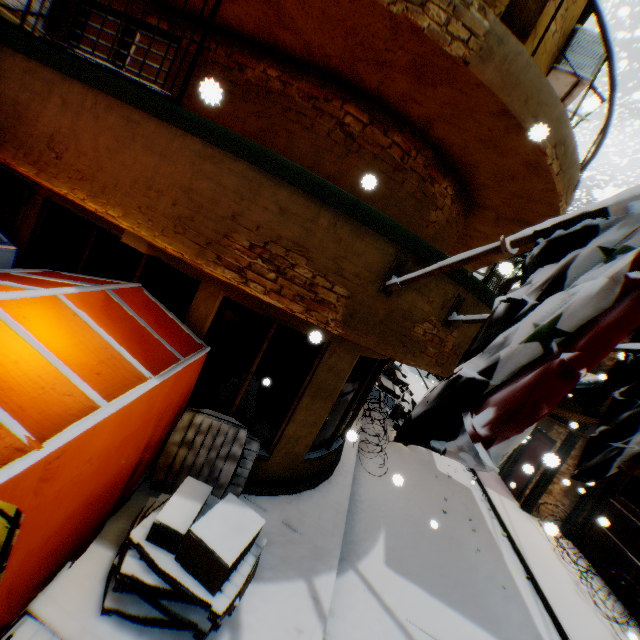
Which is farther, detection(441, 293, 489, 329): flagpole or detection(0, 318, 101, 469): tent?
detection(441, 293, 489, 329): flagpole

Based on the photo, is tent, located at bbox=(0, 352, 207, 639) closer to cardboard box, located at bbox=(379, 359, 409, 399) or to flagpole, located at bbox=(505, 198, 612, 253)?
flagpole, located at bbox=(505, 198, 612, 253)

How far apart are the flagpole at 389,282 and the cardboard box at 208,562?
1.8m

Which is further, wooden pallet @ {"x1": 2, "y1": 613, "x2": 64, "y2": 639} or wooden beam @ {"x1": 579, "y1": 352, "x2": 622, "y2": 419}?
wooden beam @ {"x1": 579, "y1": 352, "x2": 622, "y2": 419}

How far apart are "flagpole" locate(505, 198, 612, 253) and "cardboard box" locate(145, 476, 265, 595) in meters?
1.8 m

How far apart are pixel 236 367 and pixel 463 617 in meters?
5.8

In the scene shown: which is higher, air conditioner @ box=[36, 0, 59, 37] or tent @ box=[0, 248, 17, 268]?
air conditioner @ box=[36, 0, 59, 37]
